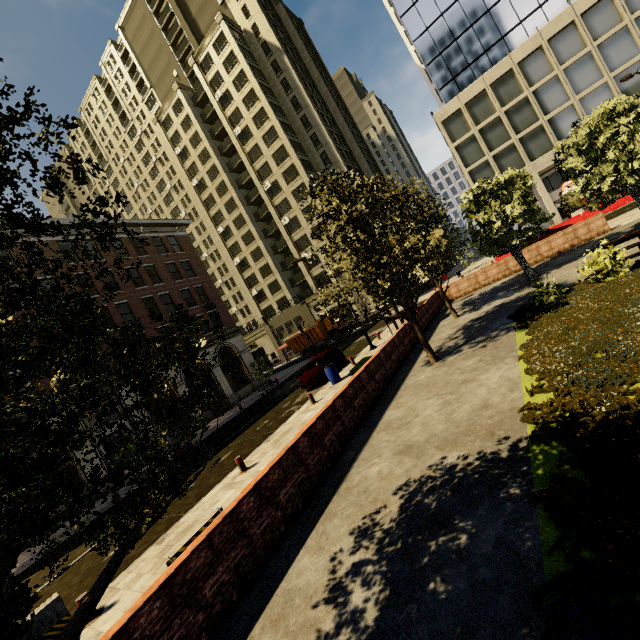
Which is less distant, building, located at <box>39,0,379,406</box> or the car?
the car

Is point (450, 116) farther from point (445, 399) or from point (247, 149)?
point (445, 399)

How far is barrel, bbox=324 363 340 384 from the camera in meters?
17.2

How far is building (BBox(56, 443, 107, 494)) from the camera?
20.4 meters

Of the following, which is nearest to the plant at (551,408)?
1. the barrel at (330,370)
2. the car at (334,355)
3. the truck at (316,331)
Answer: the barrel at (330,370)

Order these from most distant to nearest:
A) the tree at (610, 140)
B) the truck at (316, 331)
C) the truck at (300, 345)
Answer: the truck at (300, 345), the truck at (316, 331), the tree at (610, 140)

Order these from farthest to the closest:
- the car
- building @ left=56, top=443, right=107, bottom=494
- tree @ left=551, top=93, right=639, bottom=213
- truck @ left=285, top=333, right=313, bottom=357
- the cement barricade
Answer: truck @ left=285, top=333, right=313, bottom=357 → building @ left=56, top=443, right=107, bottom=494 → the car → tree @ left=551, top=93, right=639, bottom=213 → the cement barricade

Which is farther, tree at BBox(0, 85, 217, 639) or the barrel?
the barrel
